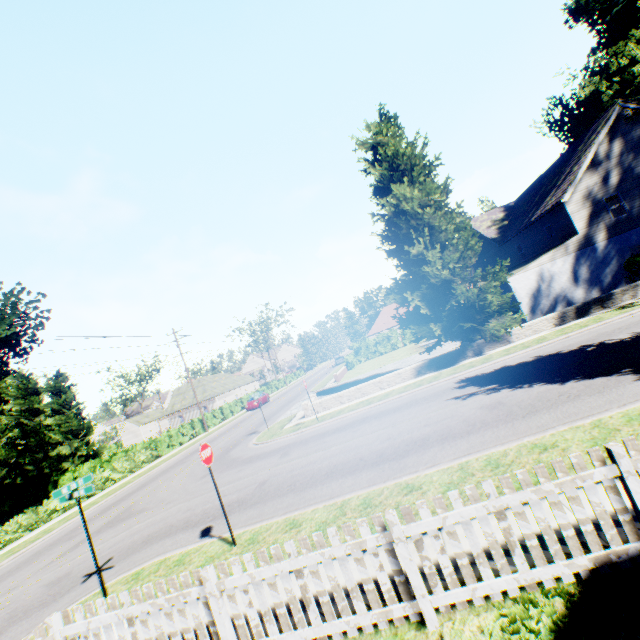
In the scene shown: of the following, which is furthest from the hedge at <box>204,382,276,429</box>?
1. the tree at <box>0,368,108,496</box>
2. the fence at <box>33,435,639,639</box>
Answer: the fence at <box>33,435,639,639</box>

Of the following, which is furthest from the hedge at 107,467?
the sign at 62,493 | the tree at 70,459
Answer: the sign at 62,493

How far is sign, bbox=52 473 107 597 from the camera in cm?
702

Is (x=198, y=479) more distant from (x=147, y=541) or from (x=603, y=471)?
(x=603, y=471)

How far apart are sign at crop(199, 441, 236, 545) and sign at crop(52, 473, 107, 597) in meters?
2.5

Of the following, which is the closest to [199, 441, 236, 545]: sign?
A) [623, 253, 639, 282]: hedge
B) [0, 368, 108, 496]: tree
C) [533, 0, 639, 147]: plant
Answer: [533, 0, 639, 147]: plant

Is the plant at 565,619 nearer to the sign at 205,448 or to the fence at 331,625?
the fence at 331,625

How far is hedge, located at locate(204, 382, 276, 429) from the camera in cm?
3694
